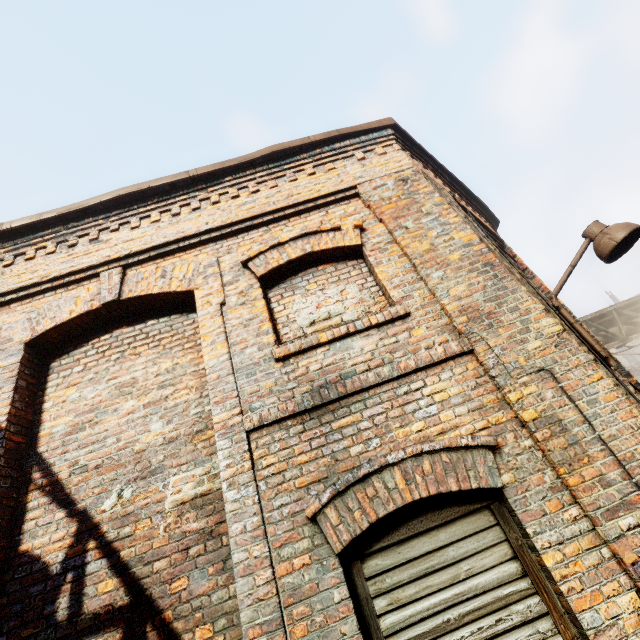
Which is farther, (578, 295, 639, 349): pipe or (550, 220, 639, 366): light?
(578, 295, 639, 349): pipe

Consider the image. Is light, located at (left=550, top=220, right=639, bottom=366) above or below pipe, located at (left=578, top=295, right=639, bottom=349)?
below

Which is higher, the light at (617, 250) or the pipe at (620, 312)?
the pipe at (620, 312)

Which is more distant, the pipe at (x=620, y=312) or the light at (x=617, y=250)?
the pipe at (x=620, y=312)

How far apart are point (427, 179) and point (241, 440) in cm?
393
